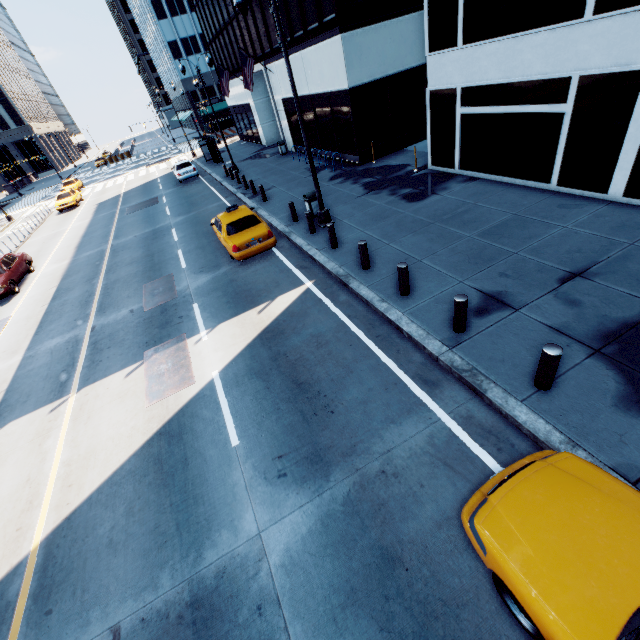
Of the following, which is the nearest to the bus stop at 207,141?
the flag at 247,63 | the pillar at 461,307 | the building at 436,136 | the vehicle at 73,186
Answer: the flag at 247,63

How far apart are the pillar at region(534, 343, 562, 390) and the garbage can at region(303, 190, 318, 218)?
10.9m

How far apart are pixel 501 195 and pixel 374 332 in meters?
8.0 m

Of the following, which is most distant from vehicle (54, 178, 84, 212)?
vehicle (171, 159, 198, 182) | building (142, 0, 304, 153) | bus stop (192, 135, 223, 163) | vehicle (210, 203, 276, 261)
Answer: vehicle (210, 203, 276, 261)

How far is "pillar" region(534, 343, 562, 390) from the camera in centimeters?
500cm

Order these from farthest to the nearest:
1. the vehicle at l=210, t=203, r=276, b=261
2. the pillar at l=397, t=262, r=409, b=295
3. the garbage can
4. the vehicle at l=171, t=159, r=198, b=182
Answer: the vehicle at l=171, t=159, r=198, b=182 < the garbage can < the vehicle at l=210, t=203, r=276, b=261 < the pillar at l=397, t=262, r=409, b=295

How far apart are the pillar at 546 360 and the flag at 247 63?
26.7m

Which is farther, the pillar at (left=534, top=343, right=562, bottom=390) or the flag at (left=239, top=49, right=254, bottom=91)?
the flag at (left=239, top=49, right=254, bottom=91)
